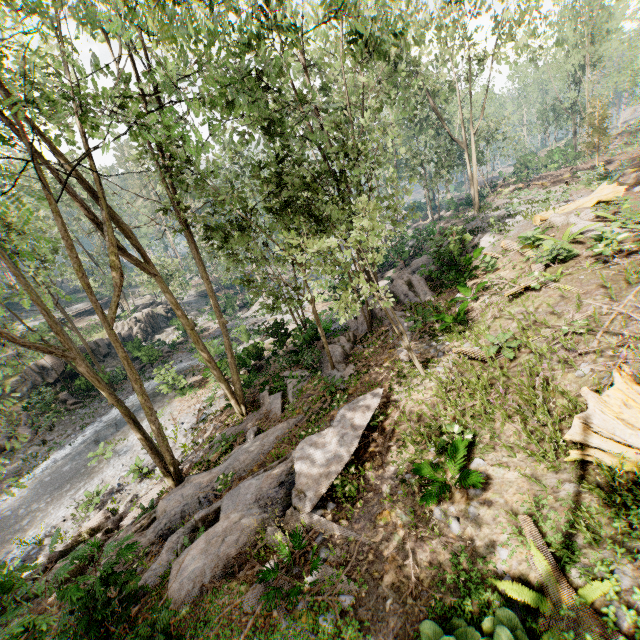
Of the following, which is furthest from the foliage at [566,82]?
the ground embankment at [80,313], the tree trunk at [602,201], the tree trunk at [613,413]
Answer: the tree trunk at [613,413]

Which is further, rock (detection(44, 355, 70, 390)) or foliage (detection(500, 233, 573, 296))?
rock (detection(44, 355, 70, 390))

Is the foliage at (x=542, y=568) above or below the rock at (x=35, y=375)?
above

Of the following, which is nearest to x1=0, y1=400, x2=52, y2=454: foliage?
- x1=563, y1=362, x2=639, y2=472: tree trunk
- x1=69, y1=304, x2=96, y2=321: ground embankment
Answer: x1=69, y1=304, x2=96, y2=321: ground embankment

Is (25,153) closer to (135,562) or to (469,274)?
(135,562)

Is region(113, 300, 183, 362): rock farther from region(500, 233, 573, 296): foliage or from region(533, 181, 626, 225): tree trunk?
region(533, 181, 626, 225): tree trunk

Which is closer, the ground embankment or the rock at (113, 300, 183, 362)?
the rock at (113, 300, 183, 362)
